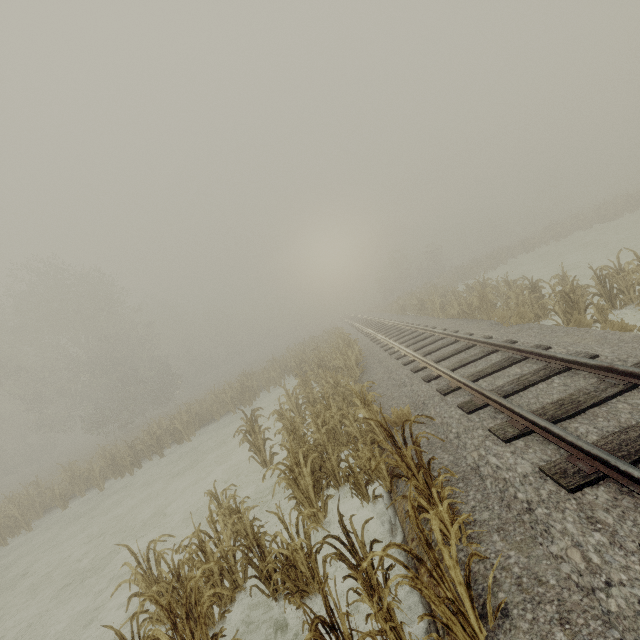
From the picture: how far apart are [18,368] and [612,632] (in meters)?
38.42
